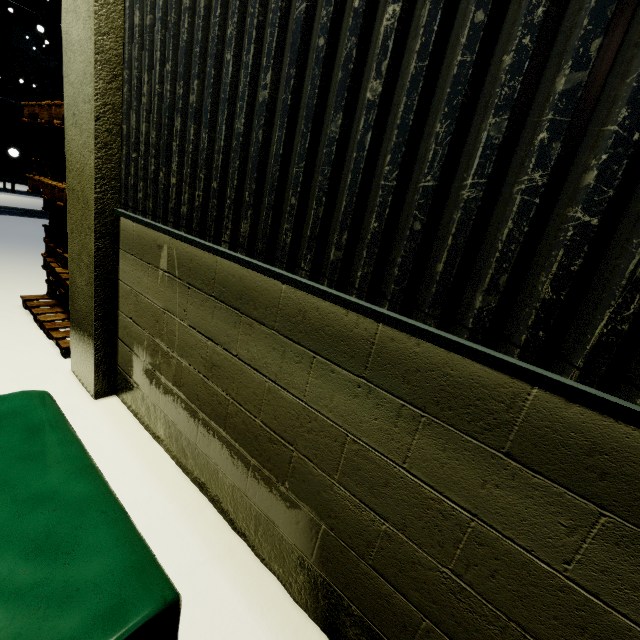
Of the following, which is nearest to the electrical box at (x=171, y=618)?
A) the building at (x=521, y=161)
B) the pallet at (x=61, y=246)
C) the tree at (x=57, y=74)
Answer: the building at (x=521, y=161)

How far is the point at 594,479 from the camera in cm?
99

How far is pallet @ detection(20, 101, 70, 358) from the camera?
3.8m

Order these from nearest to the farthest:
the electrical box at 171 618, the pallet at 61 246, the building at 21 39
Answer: the electrical box at 171 618 → the pallet at 61 246 → the building at 21 39

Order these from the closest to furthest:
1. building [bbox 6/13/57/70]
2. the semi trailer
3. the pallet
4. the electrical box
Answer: the electrical box, the pallet, the semi trailer, building [bbox 6/13/57/70]

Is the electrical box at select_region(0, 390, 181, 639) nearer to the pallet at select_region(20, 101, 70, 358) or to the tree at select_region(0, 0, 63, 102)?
the tree at select_region(0, 0, 63, 102)

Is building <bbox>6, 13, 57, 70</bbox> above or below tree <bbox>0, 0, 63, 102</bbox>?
above

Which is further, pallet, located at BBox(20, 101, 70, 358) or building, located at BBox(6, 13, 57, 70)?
building, located at BBox(6, 13, 57, 70)
